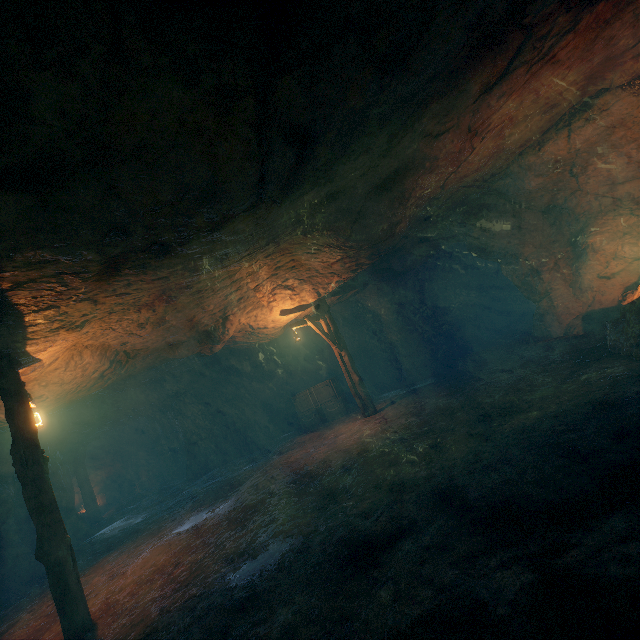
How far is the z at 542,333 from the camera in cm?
1003

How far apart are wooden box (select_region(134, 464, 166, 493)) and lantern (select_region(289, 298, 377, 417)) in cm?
1667

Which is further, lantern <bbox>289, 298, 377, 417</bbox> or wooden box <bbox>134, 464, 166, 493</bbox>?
wooden box <bbox>134, 464, 166, 493</bbox>

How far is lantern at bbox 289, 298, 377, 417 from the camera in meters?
11.7 m

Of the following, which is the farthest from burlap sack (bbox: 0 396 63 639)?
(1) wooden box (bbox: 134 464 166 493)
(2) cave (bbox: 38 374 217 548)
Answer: (1) wooden box (bbox: 134 464 166 493)

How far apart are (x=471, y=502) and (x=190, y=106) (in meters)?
5.05

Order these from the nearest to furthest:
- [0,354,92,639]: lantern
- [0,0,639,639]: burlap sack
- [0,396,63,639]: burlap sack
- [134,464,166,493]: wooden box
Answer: [0,0,639,639]: burlap sack → [0,354,92,639]: lantern → [0,396,63,639]: burlap sack → [134,464,166,493]: wooden box

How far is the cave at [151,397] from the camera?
13.6m
